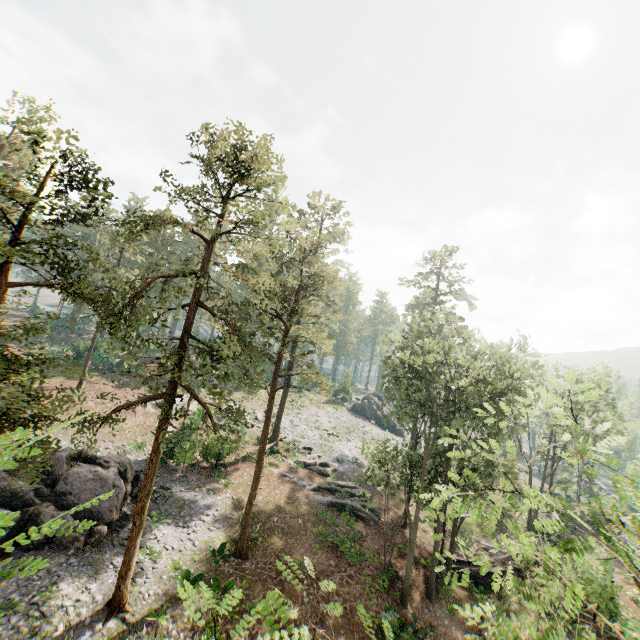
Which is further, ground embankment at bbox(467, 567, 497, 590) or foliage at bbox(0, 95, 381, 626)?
ground embankment at bbox(467, 567, 497, 590)

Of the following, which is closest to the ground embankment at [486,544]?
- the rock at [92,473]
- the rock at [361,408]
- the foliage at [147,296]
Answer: the foliage at [147,296]

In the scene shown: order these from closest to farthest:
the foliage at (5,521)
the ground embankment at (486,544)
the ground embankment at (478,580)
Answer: the foliage at (5,521), the ground embankment at (478,580), the ground embankment at (486,544)

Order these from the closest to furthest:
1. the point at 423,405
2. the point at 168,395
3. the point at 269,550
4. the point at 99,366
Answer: the point at 168,395, the point at 269,550, the point at 423,405, the point at 99,366

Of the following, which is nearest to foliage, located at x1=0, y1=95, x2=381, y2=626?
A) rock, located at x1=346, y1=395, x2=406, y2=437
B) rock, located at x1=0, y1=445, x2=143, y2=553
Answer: rock, located at x1=346, y1=395, x2=406, y2=437

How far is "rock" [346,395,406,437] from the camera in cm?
5544

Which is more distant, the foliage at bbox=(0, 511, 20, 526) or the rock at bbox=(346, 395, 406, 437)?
the rock at bbox=(346, 395, 406, 437)

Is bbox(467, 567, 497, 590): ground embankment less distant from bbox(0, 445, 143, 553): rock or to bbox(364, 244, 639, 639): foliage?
bbox(364, 244, 639, 639): foliage
